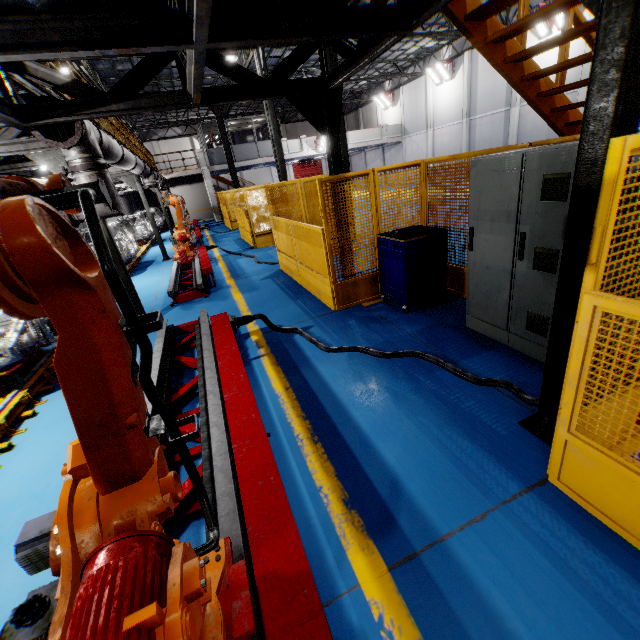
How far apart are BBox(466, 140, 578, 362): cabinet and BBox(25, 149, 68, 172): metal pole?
6.0m

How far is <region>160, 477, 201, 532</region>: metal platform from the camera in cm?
244

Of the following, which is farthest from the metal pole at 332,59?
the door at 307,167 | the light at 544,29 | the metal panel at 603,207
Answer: the door at 307,167

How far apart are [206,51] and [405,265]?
3.92m

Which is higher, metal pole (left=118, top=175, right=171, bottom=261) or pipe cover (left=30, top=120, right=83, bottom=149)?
pipe cover (left=30, top=120, right=83, bottom=149)

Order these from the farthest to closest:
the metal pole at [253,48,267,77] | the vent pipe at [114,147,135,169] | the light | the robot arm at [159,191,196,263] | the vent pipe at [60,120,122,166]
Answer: the light, the metal pole at [253,48,267,77], the robot arm at [159,191,196,263], the vent pipe at [114,147,135,169], the vent pipe at [60,120,122,166]

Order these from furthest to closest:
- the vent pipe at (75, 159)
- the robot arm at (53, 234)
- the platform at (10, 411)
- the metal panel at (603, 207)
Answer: the vent pipe at (75, 159), the platform at (10, 411), the metal panel at (603, 207), the robot arm at (53, 234)

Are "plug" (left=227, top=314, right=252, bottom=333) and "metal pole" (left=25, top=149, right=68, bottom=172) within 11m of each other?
yes
